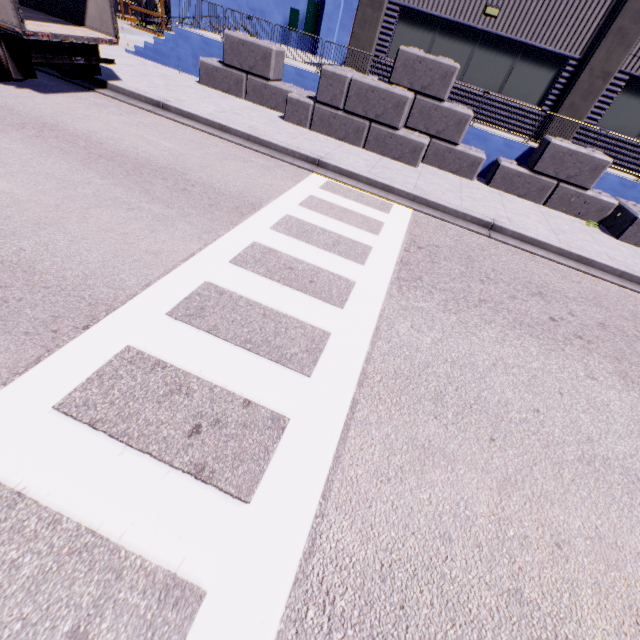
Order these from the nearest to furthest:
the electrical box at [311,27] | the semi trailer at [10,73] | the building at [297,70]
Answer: the semi trailer at [10,73] < the building at [297,70] < the electrical box at [311,27]

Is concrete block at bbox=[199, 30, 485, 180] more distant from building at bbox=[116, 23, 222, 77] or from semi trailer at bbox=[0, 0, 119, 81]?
semi trailer at bbox=[0, 0, 119, 81]

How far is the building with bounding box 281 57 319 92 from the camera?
11.91m

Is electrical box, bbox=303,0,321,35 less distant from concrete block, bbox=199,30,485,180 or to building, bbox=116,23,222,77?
building, bbox=116,23,222,77

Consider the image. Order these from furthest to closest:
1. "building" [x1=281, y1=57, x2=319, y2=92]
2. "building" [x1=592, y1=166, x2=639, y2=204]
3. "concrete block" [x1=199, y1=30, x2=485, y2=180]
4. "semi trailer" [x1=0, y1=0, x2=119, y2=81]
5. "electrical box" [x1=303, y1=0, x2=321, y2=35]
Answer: "electrical box" [x1=303, y1=0, x2=321, y2=35]
"building" [x1=281, y1=57, x2=319, y2=92]
"building" [x1=592, y1=166, x2=639, y2=204]
"concrete block" [x1=199, y1=30, x2=485, y2=180]
"semi trailer" [x1=0, y1=0, x2=119, y2=81]

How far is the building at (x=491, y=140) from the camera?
11.2 meters

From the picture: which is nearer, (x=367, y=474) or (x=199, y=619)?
(x=199, y=619)
